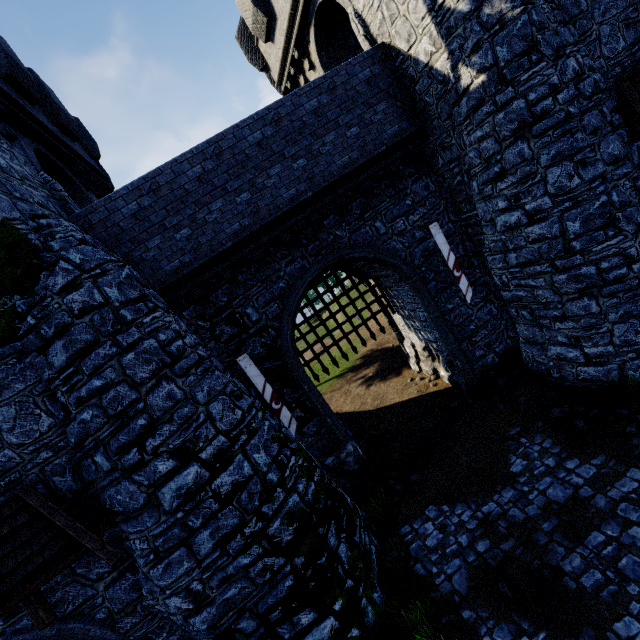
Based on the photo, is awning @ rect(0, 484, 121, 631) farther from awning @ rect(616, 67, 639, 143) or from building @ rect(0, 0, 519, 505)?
awning @ rect(616, 67, 639, 143)

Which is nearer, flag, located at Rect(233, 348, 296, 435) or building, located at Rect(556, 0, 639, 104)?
building, located at Rect(556, 0, 639, 104)

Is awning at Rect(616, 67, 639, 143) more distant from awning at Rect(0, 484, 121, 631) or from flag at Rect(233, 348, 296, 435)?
awning at Rect(0, 484, 121, 631)

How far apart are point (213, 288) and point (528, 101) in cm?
893

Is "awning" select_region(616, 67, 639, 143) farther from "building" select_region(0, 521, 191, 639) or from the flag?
the flag

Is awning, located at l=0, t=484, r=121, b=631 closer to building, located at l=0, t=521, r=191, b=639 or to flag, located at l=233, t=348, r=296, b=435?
building, located at l=0, t=521, r=191, b=639

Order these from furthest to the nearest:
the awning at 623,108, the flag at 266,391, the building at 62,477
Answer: the flag at 266,391 < the awning at 623,108 < the building at 62,477

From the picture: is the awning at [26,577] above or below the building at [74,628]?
above
